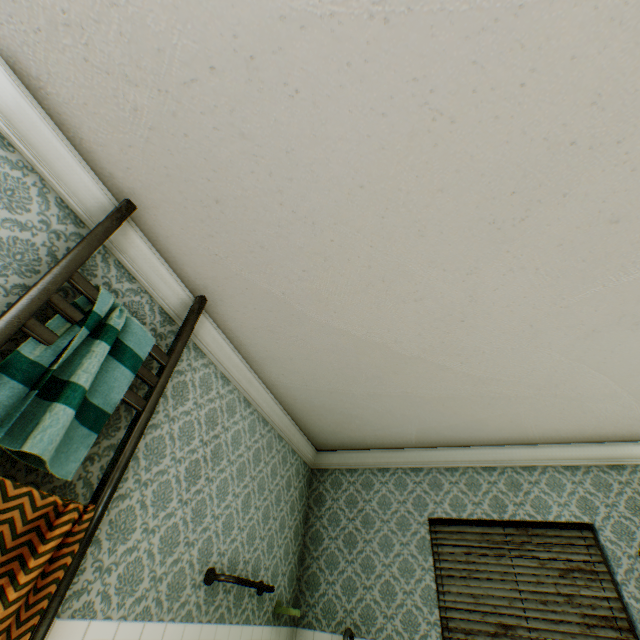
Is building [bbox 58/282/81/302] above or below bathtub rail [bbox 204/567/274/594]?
above

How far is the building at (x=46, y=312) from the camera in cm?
170

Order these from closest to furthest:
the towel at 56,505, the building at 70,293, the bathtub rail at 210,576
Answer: the towel at 56,505 < the building at 70,293 < the bathtub rail at 210,576

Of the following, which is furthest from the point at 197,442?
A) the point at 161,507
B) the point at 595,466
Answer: the point at 595,466

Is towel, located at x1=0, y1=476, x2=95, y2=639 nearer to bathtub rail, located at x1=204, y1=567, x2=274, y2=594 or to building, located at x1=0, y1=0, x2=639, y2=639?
building, located at x1=0, y1=0, x2=639, y2=639

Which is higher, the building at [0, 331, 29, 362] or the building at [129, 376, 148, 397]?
the building at [129, 376, 148, 397]

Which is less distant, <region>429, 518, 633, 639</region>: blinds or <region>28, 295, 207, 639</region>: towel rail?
<region>28, 295, 207, 639</region>: towel rail
